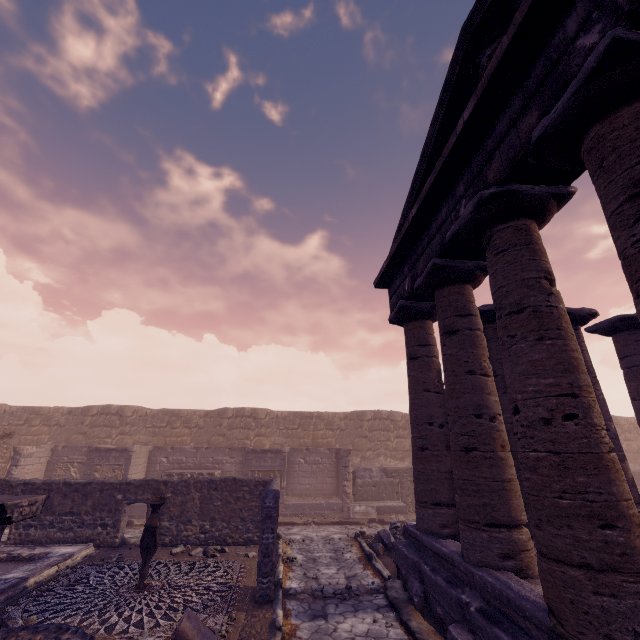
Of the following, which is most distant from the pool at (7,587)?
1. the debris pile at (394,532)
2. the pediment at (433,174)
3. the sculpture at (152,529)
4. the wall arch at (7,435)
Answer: the pediment at (433,174)

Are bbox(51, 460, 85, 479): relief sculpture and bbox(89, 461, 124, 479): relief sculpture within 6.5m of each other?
yes

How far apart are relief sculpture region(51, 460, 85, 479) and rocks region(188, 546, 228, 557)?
9.4m

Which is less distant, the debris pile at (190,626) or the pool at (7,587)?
the debris pile at (190,626)

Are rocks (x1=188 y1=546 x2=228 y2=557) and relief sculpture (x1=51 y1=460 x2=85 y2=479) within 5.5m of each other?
no

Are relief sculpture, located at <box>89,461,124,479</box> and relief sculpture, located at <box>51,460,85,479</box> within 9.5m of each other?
yes

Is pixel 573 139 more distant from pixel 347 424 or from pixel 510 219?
pixel 347 424

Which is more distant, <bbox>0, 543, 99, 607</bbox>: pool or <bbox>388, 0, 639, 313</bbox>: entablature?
<bbox>0, 543, 99, 607</bbox>: pool
